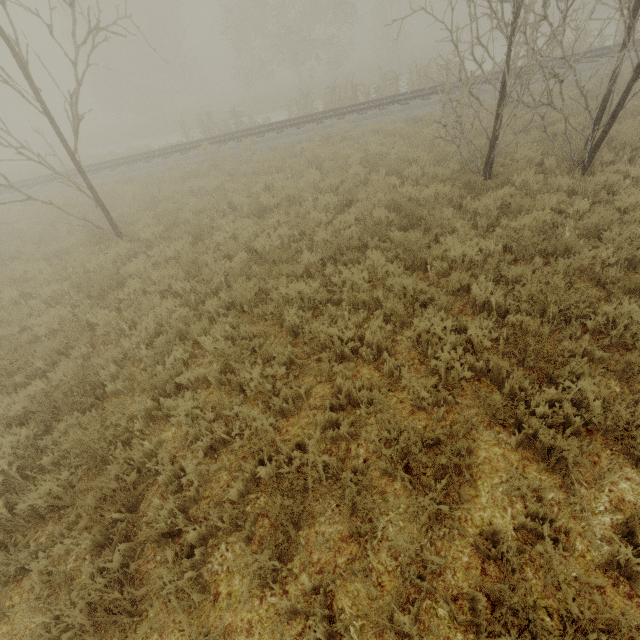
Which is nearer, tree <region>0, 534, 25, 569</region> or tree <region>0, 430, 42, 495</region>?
tree <region>0, 534, 25, 569</region>

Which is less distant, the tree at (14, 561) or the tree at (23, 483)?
the tree at (14, 561)

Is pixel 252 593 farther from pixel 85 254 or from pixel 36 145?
pixel 36 145
